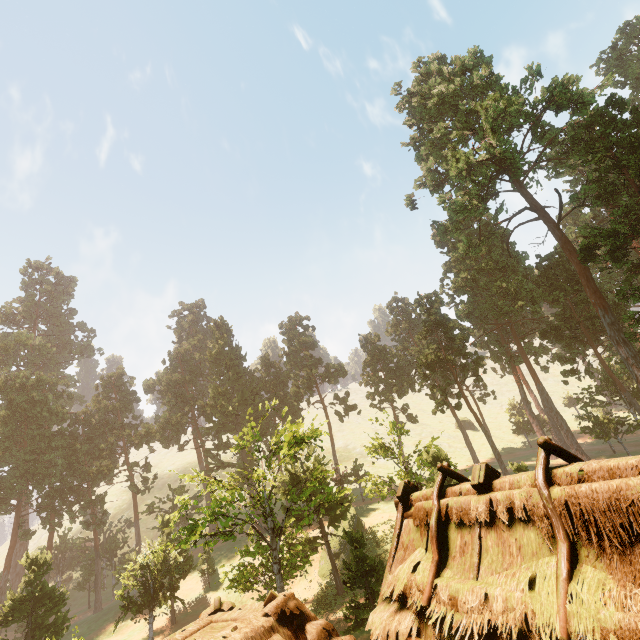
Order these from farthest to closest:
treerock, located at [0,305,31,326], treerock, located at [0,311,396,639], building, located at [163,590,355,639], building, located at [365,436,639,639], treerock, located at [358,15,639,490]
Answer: Answer:
treerock, located at [0,305,31,326]
treerock, located at [358,15,639,490]
treerock, located at [0,311,396,639]
building, located at [163,590,355,639]
building, located at [365,436,639,639]

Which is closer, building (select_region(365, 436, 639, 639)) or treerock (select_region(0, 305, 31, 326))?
building (select_region(365, 436, 639, 639))

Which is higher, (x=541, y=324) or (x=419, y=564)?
(x=541, y=324)

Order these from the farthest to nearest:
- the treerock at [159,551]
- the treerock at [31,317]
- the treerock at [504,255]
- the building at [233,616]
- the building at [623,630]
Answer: the treerock at [31,317] < the treerock at [504,255] < the treerock at [159,551] < the building at [233,616] < the building at [623,630]

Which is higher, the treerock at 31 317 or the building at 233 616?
the treerock at 31 317

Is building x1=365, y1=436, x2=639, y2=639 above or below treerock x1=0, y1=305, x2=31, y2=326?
below
